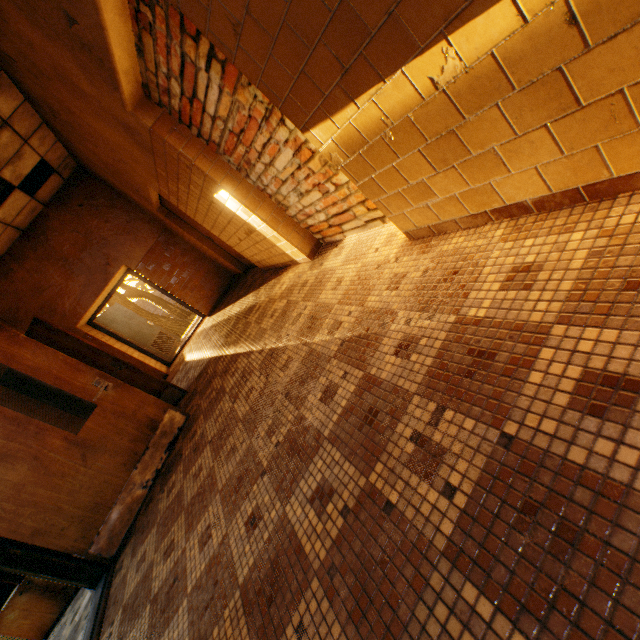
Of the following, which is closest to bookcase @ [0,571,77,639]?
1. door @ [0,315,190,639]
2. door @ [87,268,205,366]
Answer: door @ [0,315,190,639]

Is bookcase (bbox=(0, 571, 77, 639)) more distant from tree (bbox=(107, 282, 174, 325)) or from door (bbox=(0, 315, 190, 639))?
tree (bbox=(107, 282, 174, 325))

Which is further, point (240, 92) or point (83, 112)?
point (83, 112)

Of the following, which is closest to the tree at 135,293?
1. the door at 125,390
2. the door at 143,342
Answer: the door at 143,342

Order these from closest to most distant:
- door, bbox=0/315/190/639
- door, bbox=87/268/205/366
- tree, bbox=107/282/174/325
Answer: door, bbox=0/315/190/639 < door, bbox=87/268/205/366 < tree, bbox=107/282/174/325

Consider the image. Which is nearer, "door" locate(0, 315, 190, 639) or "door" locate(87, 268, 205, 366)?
"door" locate(0, 315, 190, 639)

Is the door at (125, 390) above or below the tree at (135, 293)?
below
